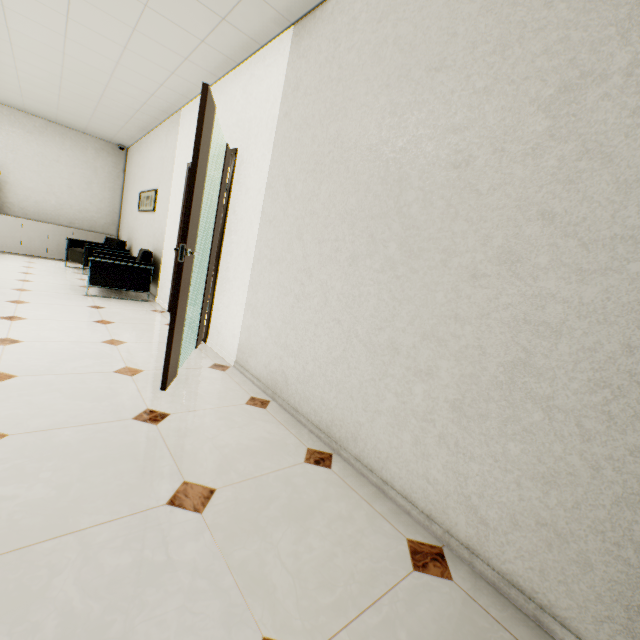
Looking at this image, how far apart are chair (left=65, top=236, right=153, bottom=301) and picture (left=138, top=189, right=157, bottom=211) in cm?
73

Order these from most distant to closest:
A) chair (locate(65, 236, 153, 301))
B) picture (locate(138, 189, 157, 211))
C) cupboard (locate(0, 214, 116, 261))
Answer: cupboard (locate(0, 214, 116, 261)), picture (locate(138, 189, 157, 211)), chair (locate(65, 236, 153, 301))

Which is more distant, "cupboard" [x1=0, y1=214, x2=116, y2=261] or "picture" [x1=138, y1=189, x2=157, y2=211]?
"cupboard" [x1=0, y1=214, x2=116, y2=261]

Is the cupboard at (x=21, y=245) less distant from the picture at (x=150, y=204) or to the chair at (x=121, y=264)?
the picture at (x=150, y=204)

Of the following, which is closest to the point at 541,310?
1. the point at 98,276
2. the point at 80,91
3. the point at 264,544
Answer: the point at 264,544

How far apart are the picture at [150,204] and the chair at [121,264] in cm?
73

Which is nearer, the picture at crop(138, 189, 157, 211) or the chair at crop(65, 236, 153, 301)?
the chair at crop(65, 236, 153, 301)

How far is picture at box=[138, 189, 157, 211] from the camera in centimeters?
568cm
